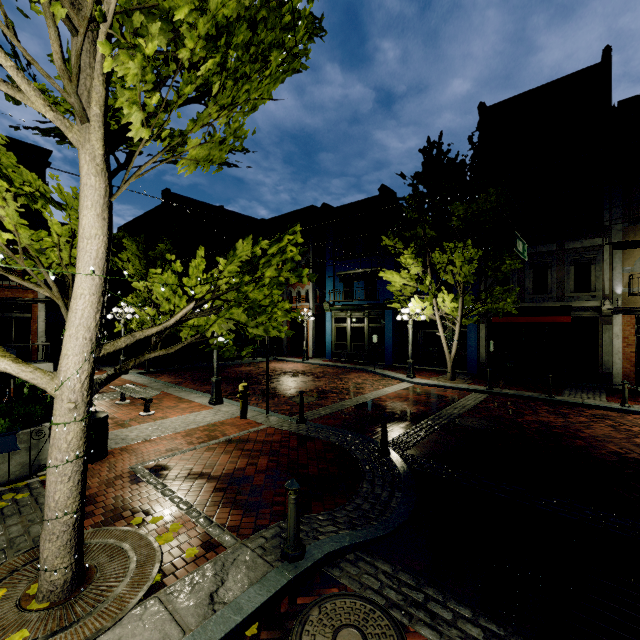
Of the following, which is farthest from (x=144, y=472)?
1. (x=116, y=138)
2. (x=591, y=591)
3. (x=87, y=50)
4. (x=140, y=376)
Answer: (x=140, y=376)

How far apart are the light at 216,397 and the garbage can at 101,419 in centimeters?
388cm

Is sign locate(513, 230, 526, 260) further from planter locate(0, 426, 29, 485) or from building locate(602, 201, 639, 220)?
planter locate(0, 426, 29, 485)

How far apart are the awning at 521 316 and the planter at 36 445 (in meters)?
16.46

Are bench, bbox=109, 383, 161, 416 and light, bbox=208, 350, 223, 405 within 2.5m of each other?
yes

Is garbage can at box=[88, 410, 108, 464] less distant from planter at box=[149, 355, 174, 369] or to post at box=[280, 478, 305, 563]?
post at box=[280, 478, 305, 563]

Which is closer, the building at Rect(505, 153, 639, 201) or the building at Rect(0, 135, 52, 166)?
the building at Rect(505, 153, 639, 201)

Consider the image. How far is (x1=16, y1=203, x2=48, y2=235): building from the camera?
17.5 meters
